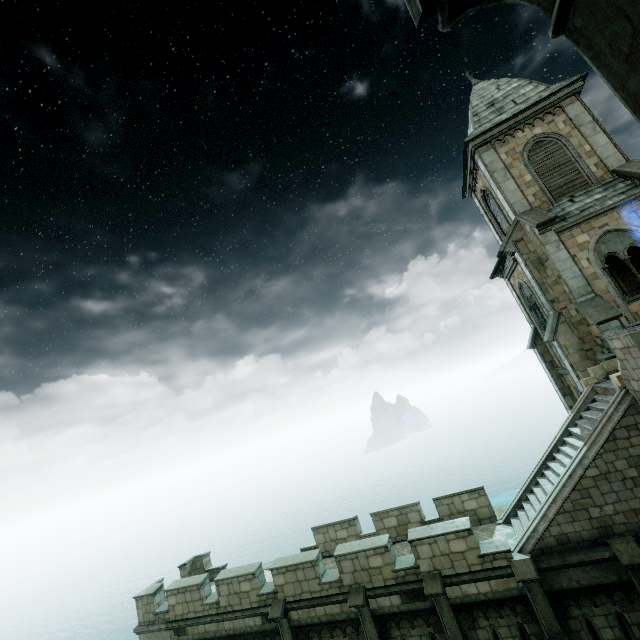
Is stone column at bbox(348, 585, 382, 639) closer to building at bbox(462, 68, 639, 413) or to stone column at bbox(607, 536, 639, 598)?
building at bbox(462, 68, 639, 413)

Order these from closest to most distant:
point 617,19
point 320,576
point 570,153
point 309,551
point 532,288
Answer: point 617,19 → point 320,576 → point 309,551 → point 570,153 → point 532,288

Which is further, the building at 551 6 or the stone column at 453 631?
the stone column at 453 631

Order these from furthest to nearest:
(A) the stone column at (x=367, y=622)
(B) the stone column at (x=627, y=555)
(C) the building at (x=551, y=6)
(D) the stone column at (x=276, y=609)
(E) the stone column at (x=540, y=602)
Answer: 1. (D) the stone column at (x=276, y=609)
2. (A) the stone column at (x=367, y=622)
3. (E) the stone column at (x=540, y=602)
4. (B) the stone column at (x=627, y=555)
5. (C) the building at (x=551, y=6)

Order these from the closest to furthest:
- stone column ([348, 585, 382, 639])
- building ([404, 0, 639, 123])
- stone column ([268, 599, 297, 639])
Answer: building ([404, 0, 639, 123]), stone column ([348, 585, 382, 639]), stone column ([268, 599, 297, 639])

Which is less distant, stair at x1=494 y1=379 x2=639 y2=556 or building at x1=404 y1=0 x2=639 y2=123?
building at x1=404 y1=0 x2=639 y2=123

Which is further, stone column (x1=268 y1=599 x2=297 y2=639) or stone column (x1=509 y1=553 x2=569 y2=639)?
stone column (x1=268 y1=599 x2=297 y2=639)
